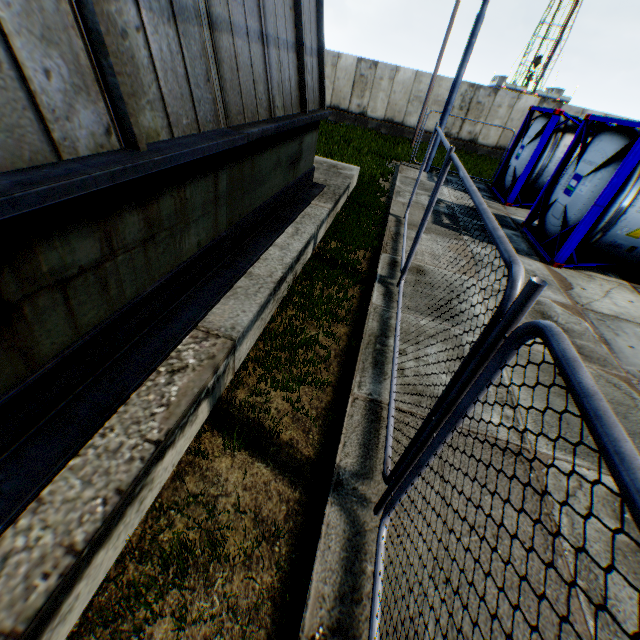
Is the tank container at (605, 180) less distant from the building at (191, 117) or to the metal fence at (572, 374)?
the metal fence at (572, 374)

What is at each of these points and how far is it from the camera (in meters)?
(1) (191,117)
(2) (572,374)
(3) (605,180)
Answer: (1) building, 2.88
(2) metal fence, 0.92
(3) tank container, 6.95

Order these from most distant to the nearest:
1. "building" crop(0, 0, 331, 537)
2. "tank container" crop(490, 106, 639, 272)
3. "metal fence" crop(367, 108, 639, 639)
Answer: "tank container" crop(490, 106, 639, 272)
"building" crop(0, 0, 331, 537)
"metal fence" crop(367, 108, 639, 639)

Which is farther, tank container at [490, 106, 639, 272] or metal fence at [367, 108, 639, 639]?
tank container at [490, 106, 639, 272]

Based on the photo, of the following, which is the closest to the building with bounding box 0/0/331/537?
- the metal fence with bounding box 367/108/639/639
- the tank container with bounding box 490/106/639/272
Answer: the metal fence with bounding box 367/108/639/639
